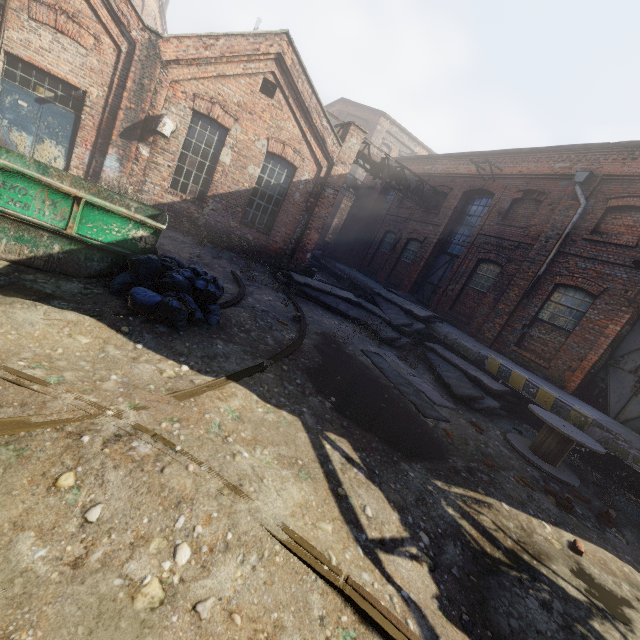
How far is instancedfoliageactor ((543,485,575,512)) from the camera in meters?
5.4

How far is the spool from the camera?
6.65m

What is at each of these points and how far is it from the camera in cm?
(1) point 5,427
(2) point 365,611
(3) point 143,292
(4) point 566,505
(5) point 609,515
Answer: (1) track, 238
(2) track, 232
(3) trash bag, 496
(4) instancedfoliageactor, 542
(5) instancedfoliageactor, 571

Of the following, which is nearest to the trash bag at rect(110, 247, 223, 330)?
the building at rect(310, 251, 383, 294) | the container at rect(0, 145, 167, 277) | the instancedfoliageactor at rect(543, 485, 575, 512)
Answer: the container at rect(0, 145, 167, 277)

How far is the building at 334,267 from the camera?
17.9m

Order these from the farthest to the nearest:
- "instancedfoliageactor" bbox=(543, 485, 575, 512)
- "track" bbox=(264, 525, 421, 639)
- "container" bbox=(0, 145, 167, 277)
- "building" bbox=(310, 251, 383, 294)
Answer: "building" bbox=(310, 251, 383, 294) → "instancedfoliageactor" bbox=(543, 485, 575, 512) → "container" bbox=(0, 145, 167, 277) → "track" bbox=(264, 525, 421, 639)

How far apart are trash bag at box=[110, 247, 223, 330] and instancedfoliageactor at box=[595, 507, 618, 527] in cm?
778

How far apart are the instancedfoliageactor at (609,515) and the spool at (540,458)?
0.74m
